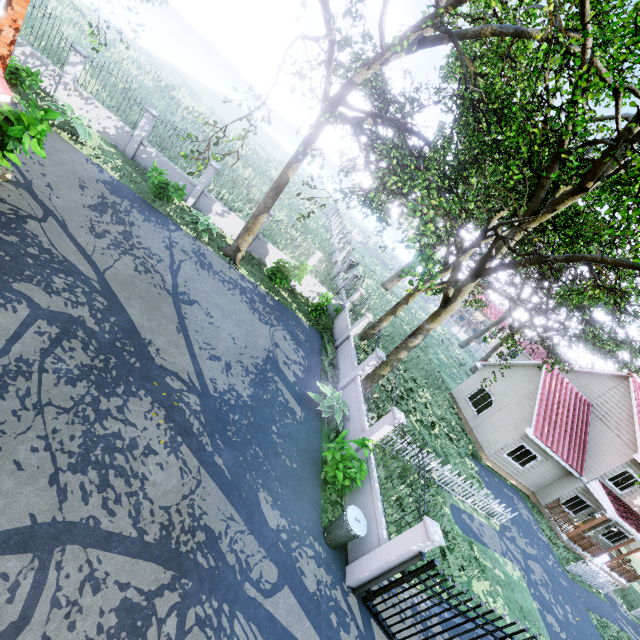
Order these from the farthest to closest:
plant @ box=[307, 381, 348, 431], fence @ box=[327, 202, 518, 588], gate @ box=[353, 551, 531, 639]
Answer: plant @ box=[307, 381, 348, 431], fence @ box=[327, 202, 518, 588], gate @ box=[353, 551, 531, 639]

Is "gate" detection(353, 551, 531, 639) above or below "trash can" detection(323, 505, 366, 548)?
above

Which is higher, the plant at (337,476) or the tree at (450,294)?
the tree at (450,294)

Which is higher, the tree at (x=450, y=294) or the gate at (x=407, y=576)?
the tree at (x=450, y=294)

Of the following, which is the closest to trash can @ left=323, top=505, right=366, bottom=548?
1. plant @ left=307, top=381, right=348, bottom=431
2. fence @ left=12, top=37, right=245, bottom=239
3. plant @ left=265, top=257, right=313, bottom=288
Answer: fence @ left=12, top=37, right=245, bottom=239

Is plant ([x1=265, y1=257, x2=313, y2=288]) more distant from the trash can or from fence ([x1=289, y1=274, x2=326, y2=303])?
the trash can

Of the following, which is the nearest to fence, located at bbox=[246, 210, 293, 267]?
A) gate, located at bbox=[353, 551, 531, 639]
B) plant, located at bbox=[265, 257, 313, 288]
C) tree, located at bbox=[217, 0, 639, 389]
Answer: gate, located at bbox=[353, 551, 531, 639]

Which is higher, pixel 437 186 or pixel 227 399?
pixel 437 186
